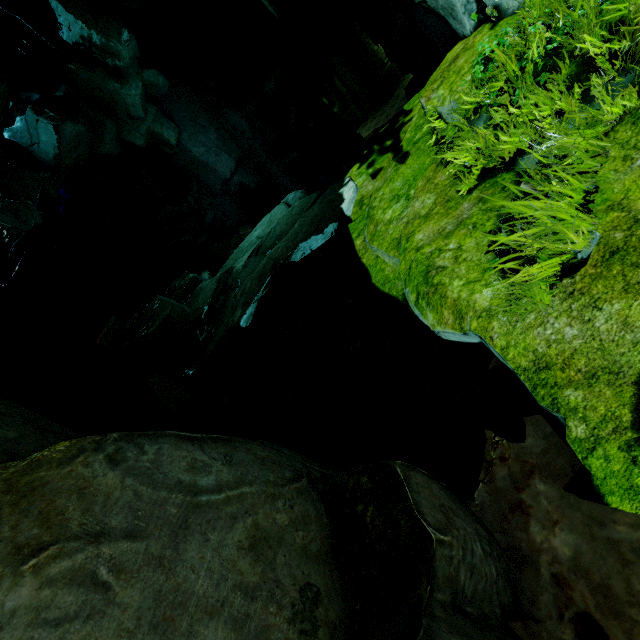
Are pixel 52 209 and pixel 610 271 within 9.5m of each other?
no

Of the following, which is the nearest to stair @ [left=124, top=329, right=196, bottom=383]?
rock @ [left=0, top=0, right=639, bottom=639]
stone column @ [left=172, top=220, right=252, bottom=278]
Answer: rock @ [left=0, top=0, right=639, bottom=639]

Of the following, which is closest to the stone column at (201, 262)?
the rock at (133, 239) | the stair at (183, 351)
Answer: the rock at (133, 239)

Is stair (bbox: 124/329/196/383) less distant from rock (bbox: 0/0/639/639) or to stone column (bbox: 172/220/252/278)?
rock (bbox: 0/0/639/639)

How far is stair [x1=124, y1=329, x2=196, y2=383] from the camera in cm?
953

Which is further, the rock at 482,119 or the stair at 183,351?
the stair at 183,351

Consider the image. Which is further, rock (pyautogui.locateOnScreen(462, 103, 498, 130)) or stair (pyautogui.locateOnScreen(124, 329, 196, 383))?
stair (pyautogui.locateOnScreen(124, 329, 196, 383))
